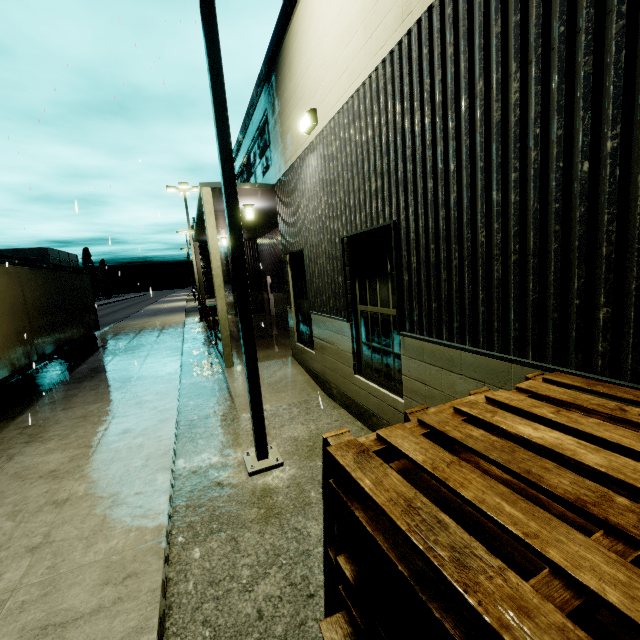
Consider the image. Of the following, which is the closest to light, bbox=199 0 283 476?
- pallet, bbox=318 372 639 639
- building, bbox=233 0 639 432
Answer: building, bbox=233 0 639 432

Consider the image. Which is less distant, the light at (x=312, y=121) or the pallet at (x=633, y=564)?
the pallet at (x=633, y=564)

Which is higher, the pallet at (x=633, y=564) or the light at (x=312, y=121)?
the light at (x=312, y=121)

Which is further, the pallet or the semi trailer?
the semi trailer

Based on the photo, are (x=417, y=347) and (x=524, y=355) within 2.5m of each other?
yes

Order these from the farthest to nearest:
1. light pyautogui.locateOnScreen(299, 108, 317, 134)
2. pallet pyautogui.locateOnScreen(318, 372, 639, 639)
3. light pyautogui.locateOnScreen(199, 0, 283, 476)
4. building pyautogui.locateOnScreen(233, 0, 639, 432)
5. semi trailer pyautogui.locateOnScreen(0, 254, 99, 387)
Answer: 1. semi trailer pyautogui.locateOnScreen(0, 254, 99, 387)
2. light pyautogui.locateOnScreen(299, 108, 317, 134)
3. light pyautogui.locateOnScreen(199, 0, 283, 476)
4. building pyautogui.locateOnScreen(233, 0, 639, 432)
5. pallet pyautogui.locateOnScreen(318, 372, 639, 639)

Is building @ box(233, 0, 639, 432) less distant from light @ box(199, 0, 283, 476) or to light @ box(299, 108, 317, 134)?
light @ box(299, 108, 317, 134)

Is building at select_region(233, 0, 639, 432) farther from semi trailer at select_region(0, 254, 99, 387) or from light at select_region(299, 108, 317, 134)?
semi trailer at select_region(0, 254, 99, 387)
